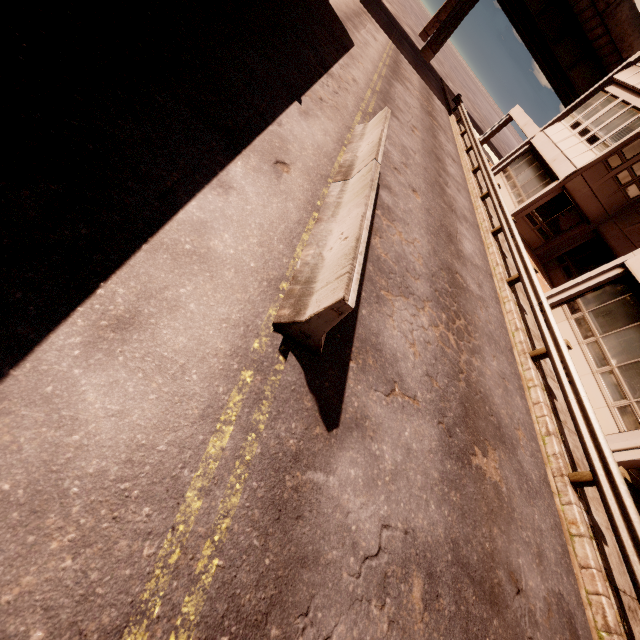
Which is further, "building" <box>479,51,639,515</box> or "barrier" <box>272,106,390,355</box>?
"building" <box>479,51,639,515</box>

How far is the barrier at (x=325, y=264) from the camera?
3.6m

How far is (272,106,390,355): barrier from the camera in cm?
360

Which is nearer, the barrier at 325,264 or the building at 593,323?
the barrier at 325,264

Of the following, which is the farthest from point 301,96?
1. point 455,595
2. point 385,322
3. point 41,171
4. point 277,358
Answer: point 455,595
